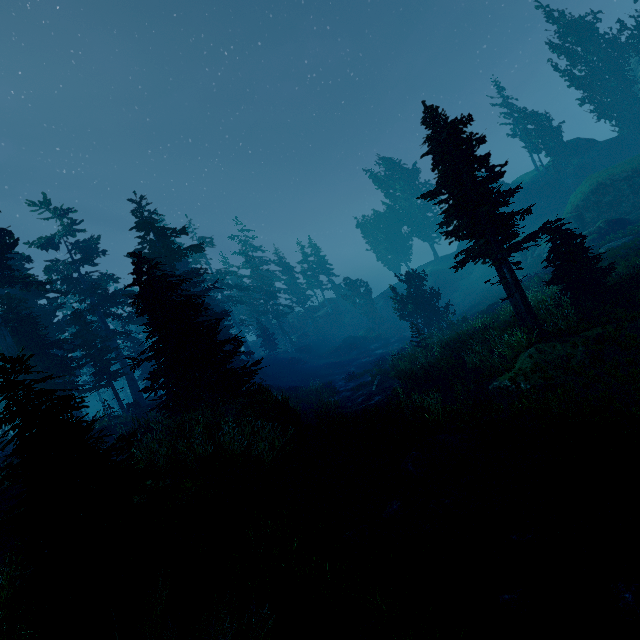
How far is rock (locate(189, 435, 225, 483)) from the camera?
8.11m

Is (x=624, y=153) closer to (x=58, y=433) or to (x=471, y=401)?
(x=471, y=401)

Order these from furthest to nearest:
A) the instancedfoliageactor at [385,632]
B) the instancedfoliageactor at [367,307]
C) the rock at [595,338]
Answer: the instancedfoliageactor at [367,307] < the rock at [595,338] < the instancedfoliageactor at [385,632]

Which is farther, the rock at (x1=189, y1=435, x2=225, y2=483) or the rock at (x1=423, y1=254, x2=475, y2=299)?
the rock at (x1=423, y1=254, x2=475, y2=299)

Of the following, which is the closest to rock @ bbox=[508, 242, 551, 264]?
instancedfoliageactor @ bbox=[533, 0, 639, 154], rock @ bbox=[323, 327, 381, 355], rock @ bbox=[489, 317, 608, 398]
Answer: instancedfoliageactor @ bbox=[533, 0, 639, 154]

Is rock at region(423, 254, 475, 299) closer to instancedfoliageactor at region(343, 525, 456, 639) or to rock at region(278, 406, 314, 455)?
instancedfoliageactor at region(343, 525, 456, 639)

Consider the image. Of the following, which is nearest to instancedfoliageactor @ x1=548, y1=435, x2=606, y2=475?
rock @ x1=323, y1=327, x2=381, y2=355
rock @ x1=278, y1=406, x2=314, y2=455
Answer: rock @ x1=278, y1=406, x2=314, y2=455

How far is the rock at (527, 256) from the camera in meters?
34.9 m
